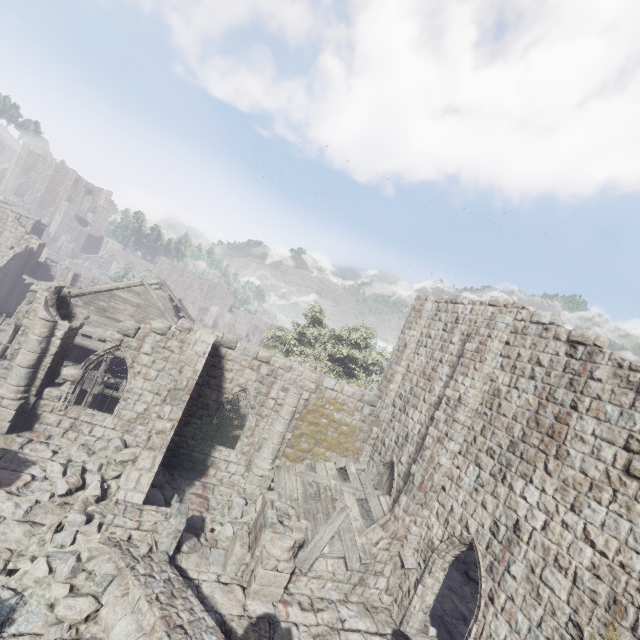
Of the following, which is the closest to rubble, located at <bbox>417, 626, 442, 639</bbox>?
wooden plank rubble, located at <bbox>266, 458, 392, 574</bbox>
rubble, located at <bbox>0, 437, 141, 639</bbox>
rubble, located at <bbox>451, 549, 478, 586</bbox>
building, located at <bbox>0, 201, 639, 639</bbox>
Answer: building, located at <bbox>0, 201, 639, 639</bbox>

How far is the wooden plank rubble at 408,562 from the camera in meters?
11.1

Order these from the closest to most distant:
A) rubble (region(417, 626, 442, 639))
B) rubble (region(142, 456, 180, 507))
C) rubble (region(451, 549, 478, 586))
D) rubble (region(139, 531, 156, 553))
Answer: rubble (region(139, 531, 156, 553)) < rubble (region(417, 626, 442, 639)) < rubble (region(142, 456, 180, 507)) < rubble (region(451, 549, 478, 586))

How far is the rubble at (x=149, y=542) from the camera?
8.7 meters

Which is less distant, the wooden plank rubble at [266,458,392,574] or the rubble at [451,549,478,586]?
the wooden plank rubble at [266,458,392,574]

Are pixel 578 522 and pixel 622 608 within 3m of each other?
yes

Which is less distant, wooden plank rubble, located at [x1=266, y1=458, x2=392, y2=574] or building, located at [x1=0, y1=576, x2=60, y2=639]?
building, located at [x1=0, y1=576, x2=60, y2=639]

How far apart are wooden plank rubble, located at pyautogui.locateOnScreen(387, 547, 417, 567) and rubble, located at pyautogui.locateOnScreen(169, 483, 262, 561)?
4.29m
